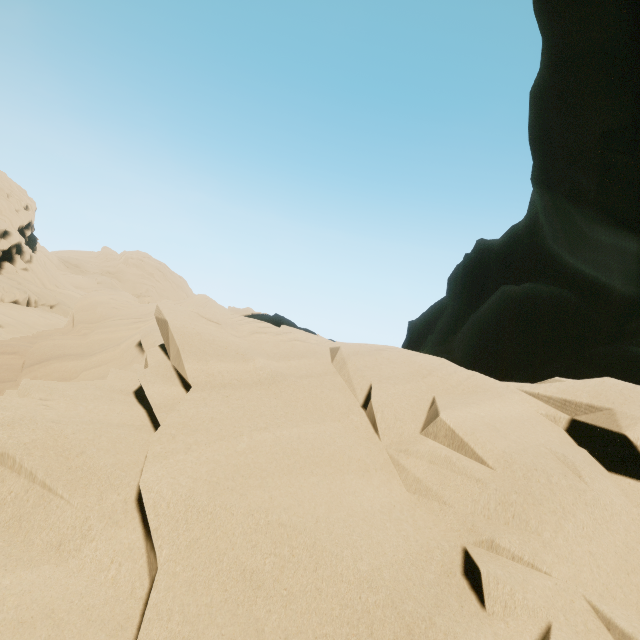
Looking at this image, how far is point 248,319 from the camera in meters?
5.0
